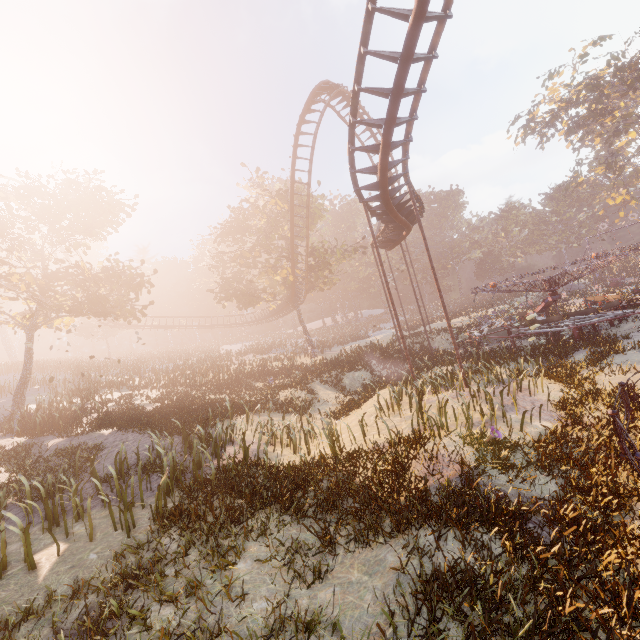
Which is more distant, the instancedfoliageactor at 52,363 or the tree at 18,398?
the tree at 18,398

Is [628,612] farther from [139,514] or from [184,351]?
[184,351]

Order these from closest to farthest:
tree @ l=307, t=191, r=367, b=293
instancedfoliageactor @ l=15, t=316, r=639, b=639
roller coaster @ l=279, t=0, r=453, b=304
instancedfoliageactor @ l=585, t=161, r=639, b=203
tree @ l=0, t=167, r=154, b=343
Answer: instancedfoliageactor @ l=15, t=316, r=639, b=639
roller coaster @ l=279, t=0, r=453, b=304
tree @ l=0, t=167, r=154, b=343
tree @ l=307, t=191, r=367, b=293
instancedfoliageactor @ l=585, t=161, r=639, b=203

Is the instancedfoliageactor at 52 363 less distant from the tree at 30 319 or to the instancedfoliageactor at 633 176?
the tree at 30 319

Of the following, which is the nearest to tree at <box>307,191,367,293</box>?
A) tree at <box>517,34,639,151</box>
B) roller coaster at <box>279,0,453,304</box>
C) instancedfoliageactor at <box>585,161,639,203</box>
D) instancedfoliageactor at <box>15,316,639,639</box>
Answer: roller coaster at <box>279,0,453,304</box>

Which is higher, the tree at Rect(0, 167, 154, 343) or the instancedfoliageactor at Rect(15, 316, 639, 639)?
the tree at Rect(0, 167, 154, 343)

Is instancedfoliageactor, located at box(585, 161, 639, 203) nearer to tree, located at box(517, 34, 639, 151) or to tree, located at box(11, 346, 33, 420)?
tree, located at box(517, 34, 639, 151)
